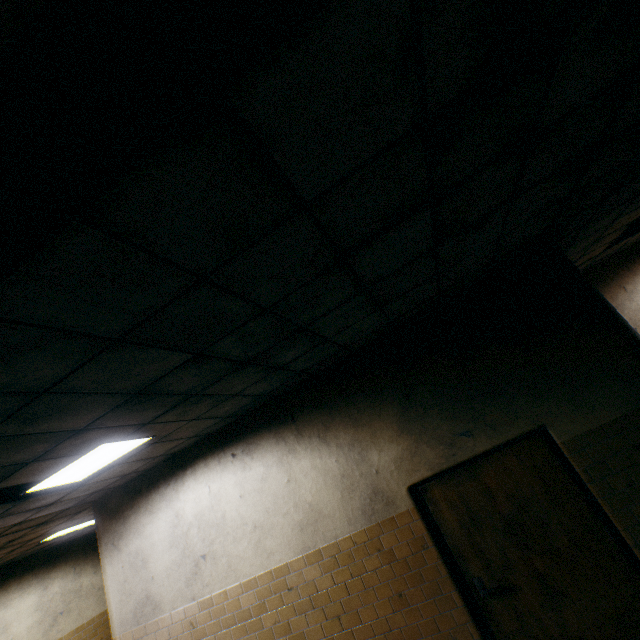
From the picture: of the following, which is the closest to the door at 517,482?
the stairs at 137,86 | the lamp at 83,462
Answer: the lamp at 83,462

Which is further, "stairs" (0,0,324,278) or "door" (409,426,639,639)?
"door" (409,426,639,639)

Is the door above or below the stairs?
below

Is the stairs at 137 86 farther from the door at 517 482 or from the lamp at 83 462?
the door at 517 482

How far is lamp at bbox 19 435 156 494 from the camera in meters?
3.4 m

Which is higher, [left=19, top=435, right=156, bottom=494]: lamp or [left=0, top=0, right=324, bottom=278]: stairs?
[left=19, top=435, right=156, bottom=494]: lamp

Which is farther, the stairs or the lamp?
the lamp

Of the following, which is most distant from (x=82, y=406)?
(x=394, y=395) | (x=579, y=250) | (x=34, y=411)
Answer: (x=579, y=250)
